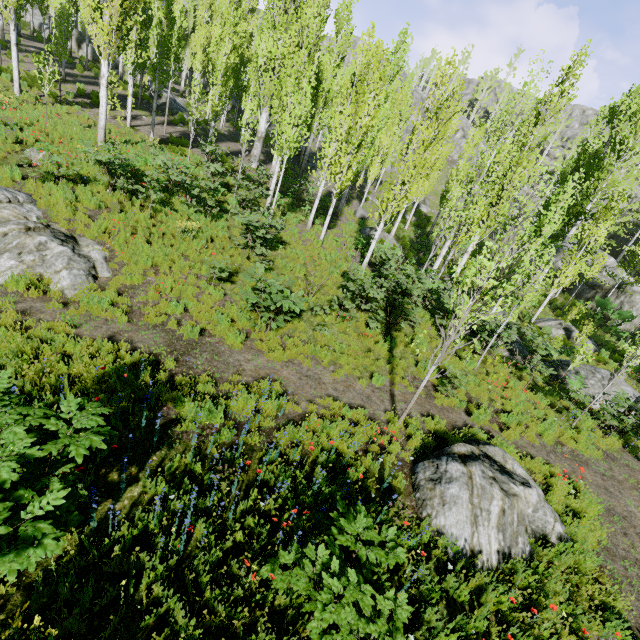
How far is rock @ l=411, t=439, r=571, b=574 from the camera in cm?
536

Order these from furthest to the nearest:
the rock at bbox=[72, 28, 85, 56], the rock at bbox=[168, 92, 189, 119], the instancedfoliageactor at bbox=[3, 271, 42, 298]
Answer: the rock at bbox=[72, 28, 85, 56], the rock at bbox=[168, 92, 189, 119], the instancedfoliageactor at bbox=[3, 271, 42, 298]

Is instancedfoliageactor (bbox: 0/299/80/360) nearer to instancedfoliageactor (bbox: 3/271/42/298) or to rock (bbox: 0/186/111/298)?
rock (bbox: 0/186/111/298)

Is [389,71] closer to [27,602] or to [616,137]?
[616,137]

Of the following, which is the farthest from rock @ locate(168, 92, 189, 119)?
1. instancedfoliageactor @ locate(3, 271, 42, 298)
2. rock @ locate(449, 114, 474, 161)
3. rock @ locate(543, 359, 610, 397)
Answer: rock @ locate(543, 359, 610, 397)

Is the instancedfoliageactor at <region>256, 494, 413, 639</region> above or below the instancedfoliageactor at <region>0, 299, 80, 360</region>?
above

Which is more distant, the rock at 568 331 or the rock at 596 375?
the rock at 568 331

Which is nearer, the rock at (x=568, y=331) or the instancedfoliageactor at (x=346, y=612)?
the instancedfoliageactor at (x=346, y=612)
